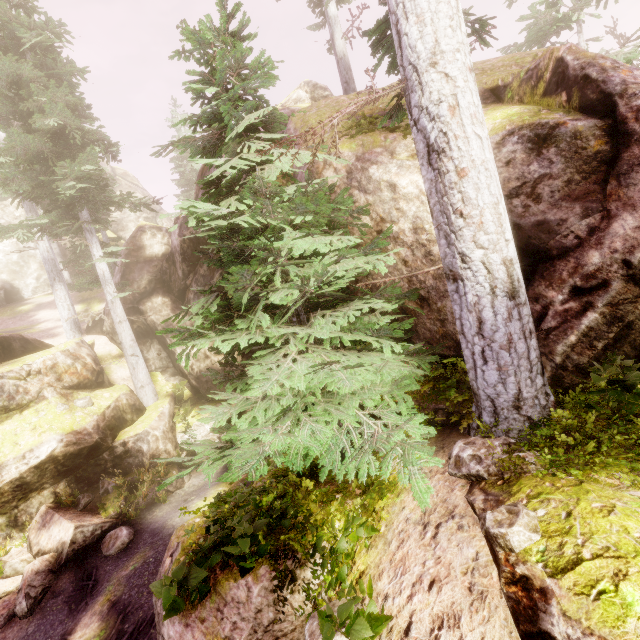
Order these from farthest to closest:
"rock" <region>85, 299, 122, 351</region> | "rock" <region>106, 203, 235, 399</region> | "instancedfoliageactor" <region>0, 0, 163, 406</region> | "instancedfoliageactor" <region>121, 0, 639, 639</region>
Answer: "rock" <region>85, 299, 122, 351</region> < "rock" <region>106, 203, 235, 399</region> < "instancedfoliageactor" <region>0, 0, 163, 406</region> < "instancedfoliageactor" <region>121, 0, 639, 639</region>

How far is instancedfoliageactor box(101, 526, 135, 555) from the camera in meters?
10.5 m

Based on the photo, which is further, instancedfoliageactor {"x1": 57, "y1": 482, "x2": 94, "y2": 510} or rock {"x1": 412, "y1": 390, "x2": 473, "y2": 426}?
instancedfoliageactor {"x1": 57, "y1": 482, "x2": 94, "y2": 510}

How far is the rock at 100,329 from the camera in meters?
19.2

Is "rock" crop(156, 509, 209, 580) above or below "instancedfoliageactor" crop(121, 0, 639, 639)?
below

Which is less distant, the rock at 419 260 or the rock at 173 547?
the rock at 173 547

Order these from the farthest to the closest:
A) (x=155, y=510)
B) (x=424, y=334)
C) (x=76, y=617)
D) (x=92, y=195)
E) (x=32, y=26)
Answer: (x=92, y=195) → (x=32, y=26) → (x=155, y=510) → (x=76, y=617) → (x=424, y=334)
